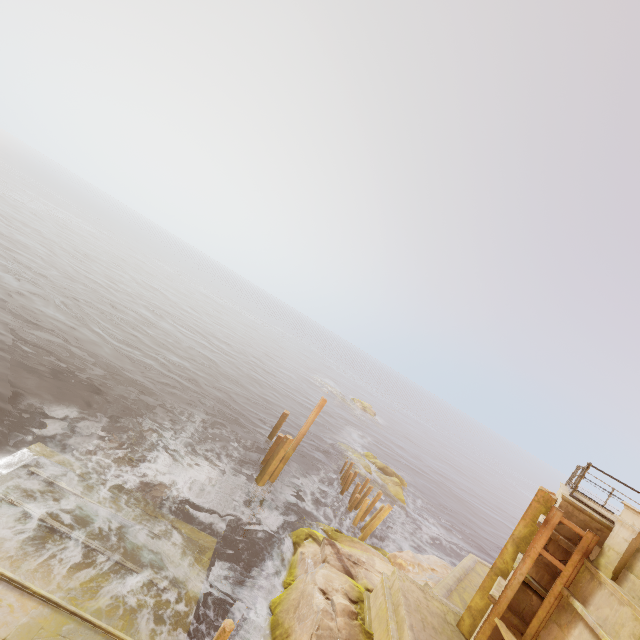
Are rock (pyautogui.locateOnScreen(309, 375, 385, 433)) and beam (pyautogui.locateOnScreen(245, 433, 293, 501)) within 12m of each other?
no

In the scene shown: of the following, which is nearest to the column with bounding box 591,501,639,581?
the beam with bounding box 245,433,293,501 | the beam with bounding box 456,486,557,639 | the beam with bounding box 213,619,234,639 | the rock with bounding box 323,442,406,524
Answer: the beam with bounding box 456,486,557,639

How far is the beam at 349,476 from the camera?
19.8 meters

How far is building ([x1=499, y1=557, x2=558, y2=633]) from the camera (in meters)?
7.57

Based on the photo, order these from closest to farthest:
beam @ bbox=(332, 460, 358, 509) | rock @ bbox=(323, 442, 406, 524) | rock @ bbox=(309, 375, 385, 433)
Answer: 1. beam @ bbox=(332, 460, 358, 509)
2. rock @ bbox=(323, 442, 406, 524)
3. rock @ bbox=(309, 375, 385, 433)

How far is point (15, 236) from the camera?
34.6m

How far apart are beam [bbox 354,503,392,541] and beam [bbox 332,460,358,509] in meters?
4.2

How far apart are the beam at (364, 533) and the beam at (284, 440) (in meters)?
5.64
